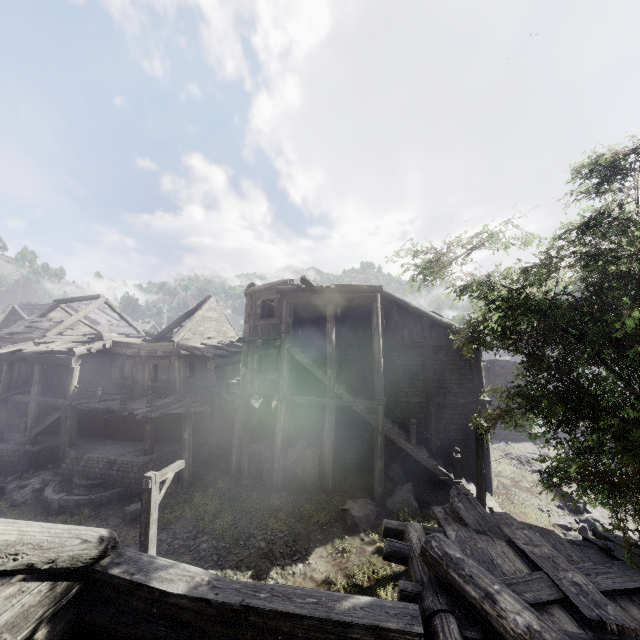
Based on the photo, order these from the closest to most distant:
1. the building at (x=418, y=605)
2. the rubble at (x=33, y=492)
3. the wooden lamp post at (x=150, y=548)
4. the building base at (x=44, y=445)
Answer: the building at (x=418, y=605)
the wooden lamp post at (x=150, y=548)
the rubble at (x=33, y=492)
the building base at (x=44, y=445)

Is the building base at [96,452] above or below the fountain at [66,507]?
above

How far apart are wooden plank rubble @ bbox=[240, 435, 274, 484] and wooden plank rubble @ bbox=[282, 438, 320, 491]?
0.5m

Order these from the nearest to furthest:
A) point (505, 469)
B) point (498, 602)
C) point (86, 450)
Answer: point (498, 602) → point (86, 450) → point (505, 469)

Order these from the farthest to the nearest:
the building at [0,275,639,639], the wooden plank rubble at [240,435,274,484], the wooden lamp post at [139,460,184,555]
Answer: the wooden plank rubble at [240,435,274,484] < the wooden lamp post at [139,460,184,555] < the building at [0,275,639,639]

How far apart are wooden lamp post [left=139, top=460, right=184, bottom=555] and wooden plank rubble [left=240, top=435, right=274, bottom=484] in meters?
6.5 m

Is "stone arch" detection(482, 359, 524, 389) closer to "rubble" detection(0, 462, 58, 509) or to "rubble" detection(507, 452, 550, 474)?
"rubble" detection(507, 452, 550, 474)

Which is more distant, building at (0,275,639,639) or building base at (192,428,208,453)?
building base at (192,428,208,453)
